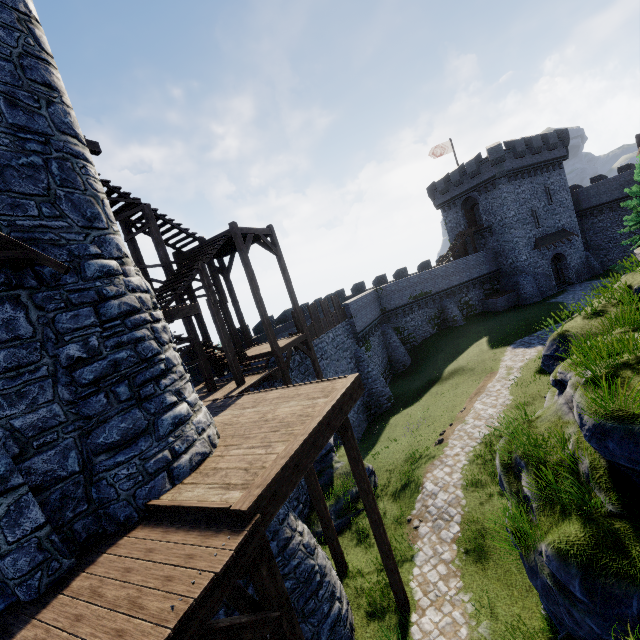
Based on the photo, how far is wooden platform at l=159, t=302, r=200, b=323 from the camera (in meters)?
9.02

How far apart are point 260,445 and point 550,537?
5.4 meters

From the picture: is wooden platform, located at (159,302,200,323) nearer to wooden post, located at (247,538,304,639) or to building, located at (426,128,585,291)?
wooden post, located at (247,538,304,639)

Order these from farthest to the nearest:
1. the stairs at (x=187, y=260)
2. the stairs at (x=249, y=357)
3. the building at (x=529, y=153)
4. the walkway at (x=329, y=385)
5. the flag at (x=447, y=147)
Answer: the flag at (x=447, y=147), the building at (x=529, y=153), the stairs at (x=249, y=357), the stairs at (x=187, y=260), the walkway at (x=329, y=385)

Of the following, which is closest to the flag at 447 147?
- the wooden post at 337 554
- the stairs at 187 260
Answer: the stairs at 187 260

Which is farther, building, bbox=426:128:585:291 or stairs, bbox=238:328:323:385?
building, bbox=426:128:585:291

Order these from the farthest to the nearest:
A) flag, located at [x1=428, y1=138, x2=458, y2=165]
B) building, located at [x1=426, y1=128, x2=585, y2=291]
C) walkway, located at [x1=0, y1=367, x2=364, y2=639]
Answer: flag, located at [x1=428, y1=138, x2=458, y2=165] < building, located at [x1=426, y1=128, x2=585, y2=291] < walkway, located at [x1=0, y1=367, x2=364, y2=639]

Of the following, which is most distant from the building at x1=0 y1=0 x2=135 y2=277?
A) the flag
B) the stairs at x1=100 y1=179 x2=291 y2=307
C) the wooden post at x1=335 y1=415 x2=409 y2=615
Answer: the flag
